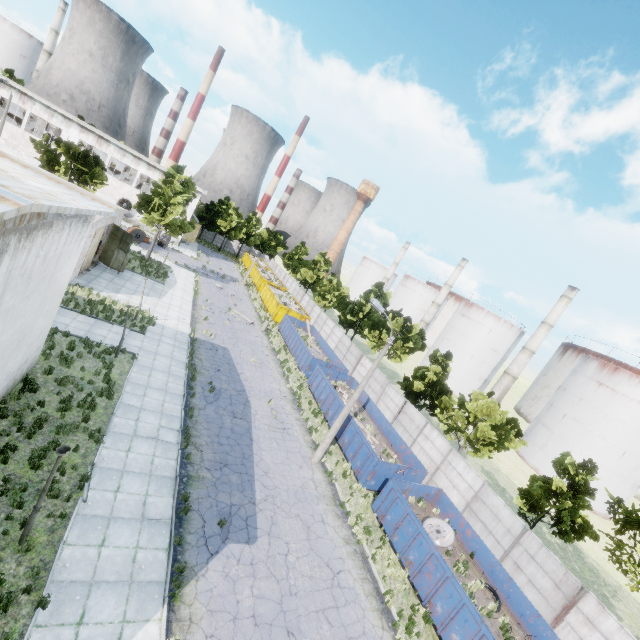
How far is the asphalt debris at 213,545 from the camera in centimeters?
1159cm

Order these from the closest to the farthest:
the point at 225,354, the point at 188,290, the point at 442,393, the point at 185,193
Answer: the point at 225,354, the point at 442,393, the point at 185,193, the point at 188,290

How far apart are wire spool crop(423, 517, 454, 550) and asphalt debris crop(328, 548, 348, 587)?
5.2m

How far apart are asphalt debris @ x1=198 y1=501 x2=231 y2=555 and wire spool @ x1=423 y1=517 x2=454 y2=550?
10.1 meters

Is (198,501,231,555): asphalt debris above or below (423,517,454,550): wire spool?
below

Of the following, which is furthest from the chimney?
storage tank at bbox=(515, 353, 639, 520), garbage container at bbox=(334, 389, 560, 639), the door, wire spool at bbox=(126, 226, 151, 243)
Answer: wire spool at bbox=(126, 226, 151, 243)

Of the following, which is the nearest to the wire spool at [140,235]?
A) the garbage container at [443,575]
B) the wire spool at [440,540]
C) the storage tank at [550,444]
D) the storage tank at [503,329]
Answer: the garbage container at [443,575]

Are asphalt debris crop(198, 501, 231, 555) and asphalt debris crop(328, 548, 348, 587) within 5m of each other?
yes
